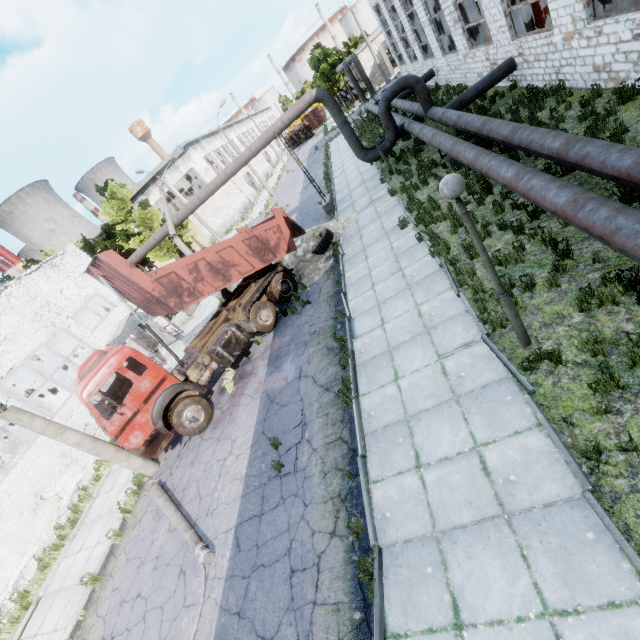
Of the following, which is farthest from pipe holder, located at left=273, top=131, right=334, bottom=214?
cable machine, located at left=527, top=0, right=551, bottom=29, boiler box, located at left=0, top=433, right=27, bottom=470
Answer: boiler box, located at left=0, top=433, right=27, bottom=470

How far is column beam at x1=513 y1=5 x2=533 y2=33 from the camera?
12.66m

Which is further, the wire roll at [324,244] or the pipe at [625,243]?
the wire roll at [324,244]

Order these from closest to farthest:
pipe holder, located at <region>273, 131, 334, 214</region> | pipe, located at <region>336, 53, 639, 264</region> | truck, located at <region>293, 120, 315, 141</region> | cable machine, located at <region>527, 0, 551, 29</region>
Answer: pipe, located at <region>336, 53, 639, 264</region> → cable machine, located at <region>527, 0, 551, 29</region> → pipe holder, located at <region>273, 131, 334, 214</region> → truck, located at <region>293, 120, 315, 141</region>

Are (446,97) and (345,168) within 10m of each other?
yes

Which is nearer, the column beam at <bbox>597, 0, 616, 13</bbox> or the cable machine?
the column beam at <bbox>597, 0, 616, 13</bbox>

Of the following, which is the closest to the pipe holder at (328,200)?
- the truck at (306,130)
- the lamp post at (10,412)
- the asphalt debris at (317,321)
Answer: the asphalt debris at (317,321)

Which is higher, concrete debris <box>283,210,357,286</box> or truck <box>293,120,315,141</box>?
truck <box>293,120,315,141</box>
